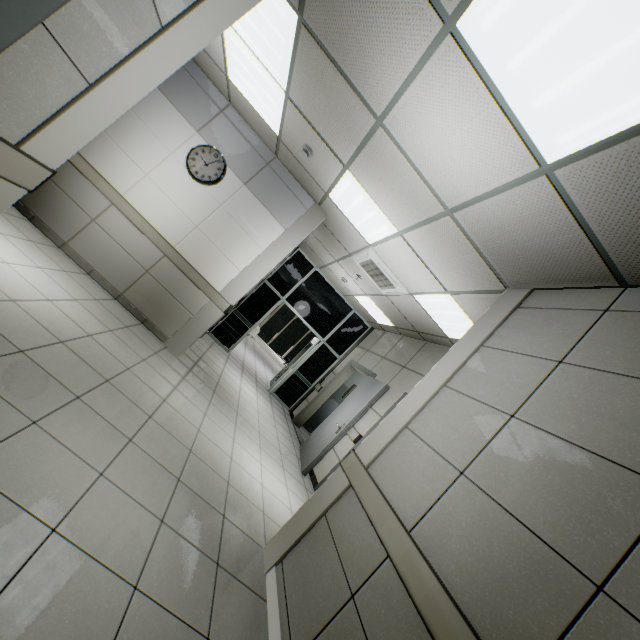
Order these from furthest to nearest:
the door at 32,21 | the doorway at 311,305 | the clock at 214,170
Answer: the doorway at 311,305 < the clock at 214,170 < the door at 32,21

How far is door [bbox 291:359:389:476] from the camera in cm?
534

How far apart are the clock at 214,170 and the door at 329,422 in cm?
422

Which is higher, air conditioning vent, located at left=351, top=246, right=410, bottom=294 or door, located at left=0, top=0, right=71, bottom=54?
air conditioning vent, located at left=351, top=246, right=410, bottom=294

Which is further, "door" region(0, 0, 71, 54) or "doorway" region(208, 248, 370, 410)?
"doorway" region(208, 248, 370, 410)

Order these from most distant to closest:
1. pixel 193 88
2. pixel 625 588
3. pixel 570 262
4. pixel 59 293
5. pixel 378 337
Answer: pixel 378 337, pixel 193 88, pixel 59 293, pixel 570 262, pixel 625 588

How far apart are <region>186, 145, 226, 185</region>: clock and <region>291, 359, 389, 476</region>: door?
4.2m

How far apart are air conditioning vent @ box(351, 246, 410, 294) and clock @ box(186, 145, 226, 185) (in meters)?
2.41
